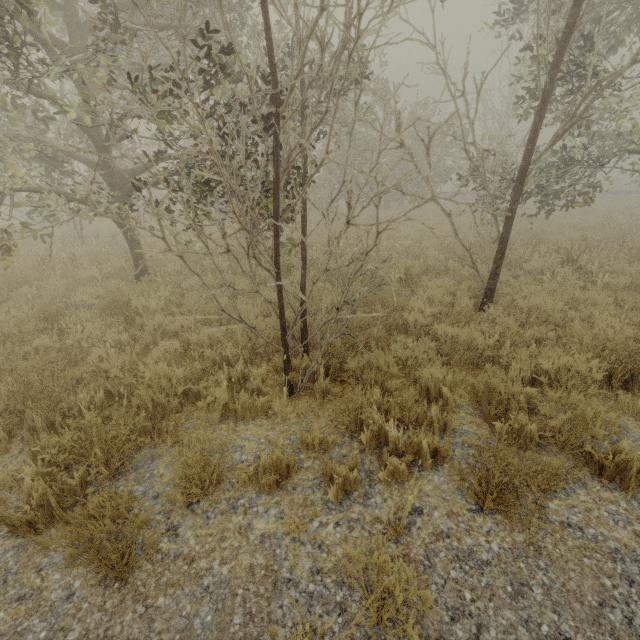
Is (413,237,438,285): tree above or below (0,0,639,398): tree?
below

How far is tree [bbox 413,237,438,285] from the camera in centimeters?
761cm

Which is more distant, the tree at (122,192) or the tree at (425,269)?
the tree at (425,269)

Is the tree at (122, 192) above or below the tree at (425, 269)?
above

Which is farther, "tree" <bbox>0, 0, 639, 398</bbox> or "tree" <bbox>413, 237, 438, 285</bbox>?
"tree" <bbox>413, 237, 438, 285</bbox>

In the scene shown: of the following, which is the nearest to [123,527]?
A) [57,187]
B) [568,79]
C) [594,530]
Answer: [594,530]
